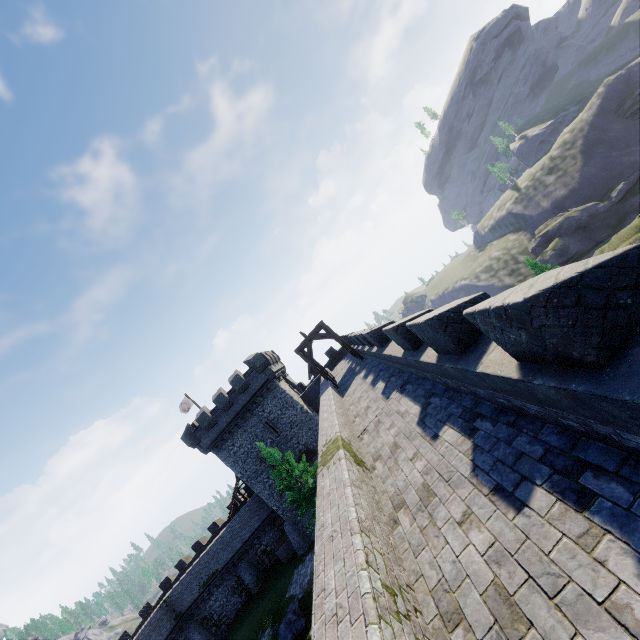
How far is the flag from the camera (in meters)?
39.25

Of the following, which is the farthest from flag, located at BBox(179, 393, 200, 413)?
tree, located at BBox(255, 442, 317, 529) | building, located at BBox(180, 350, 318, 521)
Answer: tree, located at BBox(255, 442, 317, 529)

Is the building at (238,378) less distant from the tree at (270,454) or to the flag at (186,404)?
the flag at (186,404)

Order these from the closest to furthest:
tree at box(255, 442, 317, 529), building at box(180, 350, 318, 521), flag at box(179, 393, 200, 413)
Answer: tree at box(255, 442, 317, 529)
building at box(180, 350, 318, 521)
flag at box(179, 393, 200, 413)

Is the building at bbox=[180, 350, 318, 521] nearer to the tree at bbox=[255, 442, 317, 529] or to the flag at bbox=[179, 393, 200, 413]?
the flag at bbox=[179, 393, 200, 413]

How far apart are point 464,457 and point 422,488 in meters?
1.0

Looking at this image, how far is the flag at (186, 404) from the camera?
39.2m
